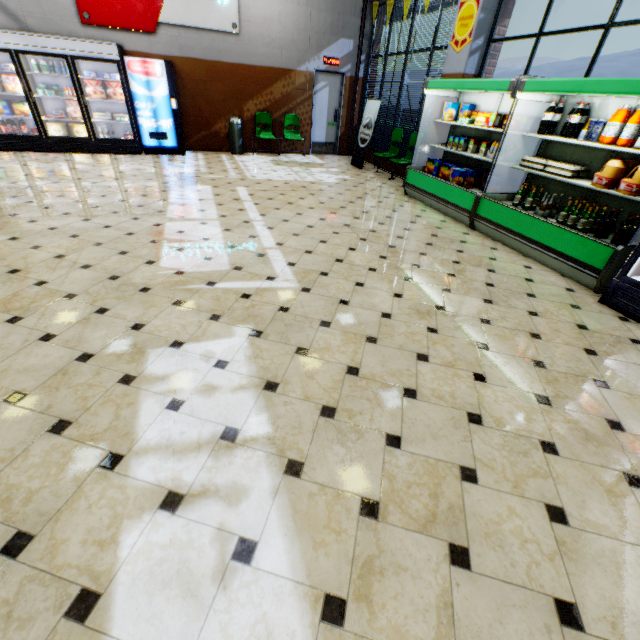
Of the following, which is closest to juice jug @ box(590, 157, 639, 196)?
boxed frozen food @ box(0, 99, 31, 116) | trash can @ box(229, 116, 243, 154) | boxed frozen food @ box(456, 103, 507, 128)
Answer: boxed frozen food @ box(456, 103, 507, 128)

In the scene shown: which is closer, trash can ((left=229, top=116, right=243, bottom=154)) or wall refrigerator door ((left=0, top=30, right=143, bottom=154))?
wall refrigerator door ((left=0, top=30, right=143, bottom=154))

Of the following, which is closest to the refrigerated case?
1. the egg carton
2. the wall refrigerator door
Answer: the egg carton

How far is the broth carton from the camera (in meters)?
5.50

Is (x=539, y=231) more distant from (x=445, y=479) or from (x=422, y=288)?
(x=445, y=479)

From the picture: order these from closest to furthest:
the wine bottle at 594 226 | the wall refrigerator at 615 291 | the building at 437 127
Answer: the wall refrigerator at 615 291 < the wine bottle at 594 226 < the building at 437 127

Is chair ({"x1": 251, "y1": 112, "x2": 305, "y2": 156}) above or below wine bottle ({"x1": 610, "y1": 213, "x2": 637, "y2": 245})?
above

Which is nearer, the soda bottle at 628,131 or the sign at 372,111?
the soda bottle at 628,131
